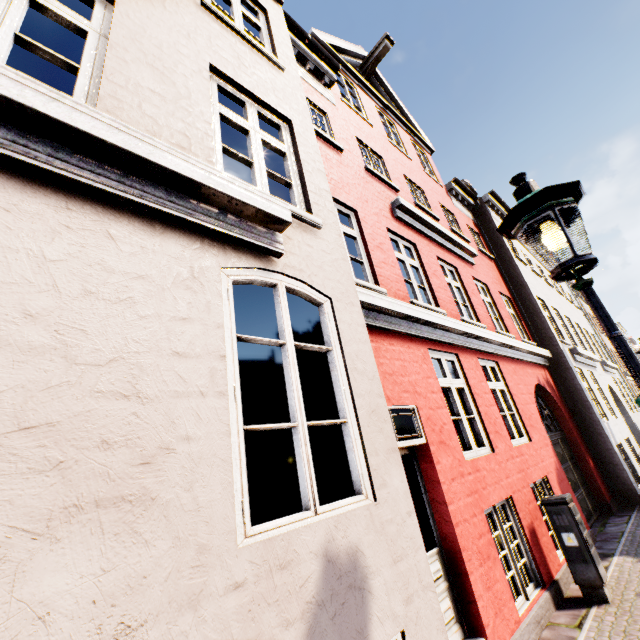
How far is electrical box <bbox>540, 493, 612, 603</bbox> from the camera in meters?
4.5 m

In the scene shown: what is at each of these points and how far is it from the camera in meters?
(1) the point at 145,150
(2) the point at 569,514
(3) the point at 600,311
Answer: (1) building, 2.0
(2) electrical box, 4.8
(3) street light, 1.9

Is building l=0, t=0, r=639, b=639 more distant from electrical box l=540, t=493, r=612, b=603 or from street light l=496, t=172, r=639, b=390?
street light l=496, t=172, r=639, b=390

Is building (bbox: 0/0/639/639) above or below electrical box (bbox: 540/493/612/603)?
above

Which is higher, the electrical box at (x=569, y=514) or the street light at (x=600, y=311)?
the street light at (x=600, y=311)

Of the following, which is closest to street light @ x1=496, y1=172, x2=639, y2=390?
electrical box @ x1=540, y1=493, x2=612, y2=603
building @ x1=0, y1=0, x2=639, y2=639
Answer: building @ x1=0, y1=0, x2=639, y2=639

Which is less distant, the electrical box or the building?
the building

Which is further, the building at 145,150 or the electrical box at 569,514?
the electrical box at 569,514
